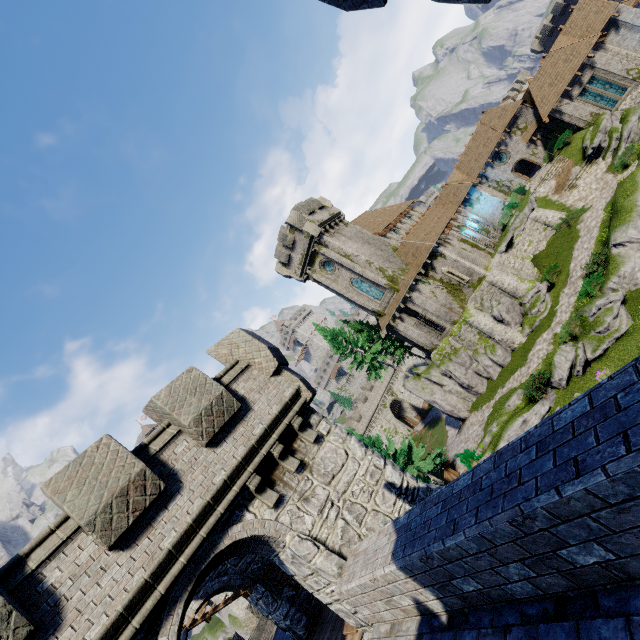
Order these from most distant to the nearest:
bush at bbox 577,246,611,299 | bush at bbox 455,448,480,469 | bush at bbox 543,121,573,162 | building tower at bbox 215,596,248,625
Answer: building tower at bbox 215,596,248,625
bush at bbox 543,121,573,162
bush at bbox 455,448,480,469
bush at bbox 577,246,611,299

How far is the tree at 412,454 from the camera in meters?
28.0 m

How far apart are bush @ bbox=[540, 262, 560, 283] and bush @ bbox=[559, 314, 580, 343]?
5.2m

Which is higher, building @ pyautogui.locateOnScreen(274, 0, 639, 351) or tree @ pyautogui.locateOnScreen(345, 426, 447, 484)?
building @ pyautogui.locateOnScreen(274, 0, 639, 351)

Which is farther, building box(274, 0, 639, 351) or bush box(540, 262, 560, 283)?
building box(274, 0, 639, 351)

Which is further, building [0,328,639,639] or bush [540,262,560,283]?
bush [540,262,560,283]

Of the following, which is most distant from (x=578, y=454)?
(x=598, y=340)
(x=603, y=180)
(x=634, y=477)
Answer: (x=603, y=180)

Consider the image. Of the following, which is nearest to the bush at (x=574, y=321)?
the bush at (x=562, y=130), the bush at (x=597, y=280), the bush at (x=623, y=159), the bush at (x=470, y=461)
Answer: the bush at (x=597, y=280)
